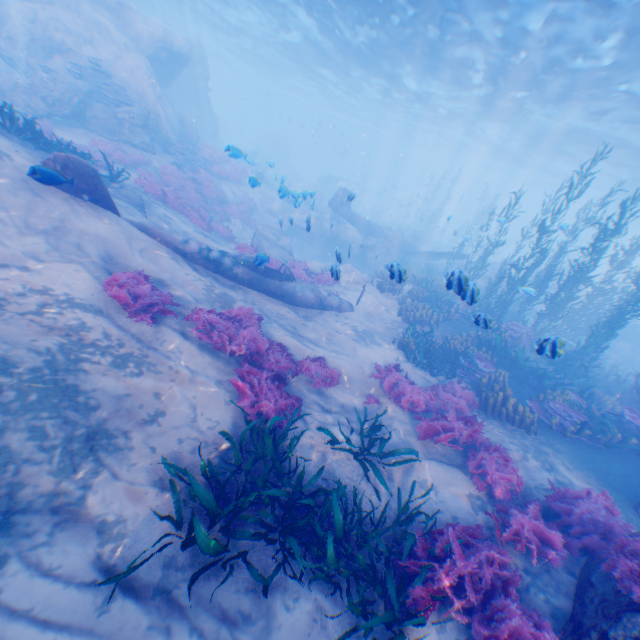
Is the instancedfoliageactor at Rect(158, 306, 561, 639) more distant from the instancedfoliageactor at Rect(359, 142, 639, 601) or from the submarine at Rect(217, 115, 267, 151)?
the submarine at Rect(217, 115, 267, 151)

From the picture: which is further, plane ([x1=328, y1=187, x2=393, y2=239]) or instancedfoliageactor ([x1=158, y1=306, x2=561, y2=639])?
plane ([x1=328, y1=187, x2=393, y2=239])

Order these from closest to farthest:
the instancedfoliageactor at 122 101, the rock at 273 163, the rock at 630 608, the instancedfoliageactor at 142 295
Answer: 1. the rock at 630 608
2. the instancedfoliageactor at 142 295
3. the instancedfoliageactor at 122 101
4. the rock at 273 163

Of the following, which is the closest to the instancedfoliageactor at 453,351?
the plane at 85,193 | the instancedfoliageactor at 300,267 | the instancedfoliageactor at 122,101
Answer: the plane at 85,193

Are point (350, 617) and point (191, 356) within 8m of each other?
yes

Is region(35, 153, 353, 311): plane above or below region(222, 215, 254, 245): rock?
above

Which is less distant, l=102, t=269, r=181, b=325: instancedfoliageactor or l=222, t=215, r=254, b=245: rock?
l=102, t=269, r=181, b=325: instancedfoliageactor

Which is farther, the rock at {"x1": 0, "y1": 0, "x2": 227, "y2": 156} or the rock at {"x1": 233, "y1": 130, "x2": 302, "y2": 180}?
the rock at {"x1": 233, "y1": 130, "x2": 302, "y2": 180}
